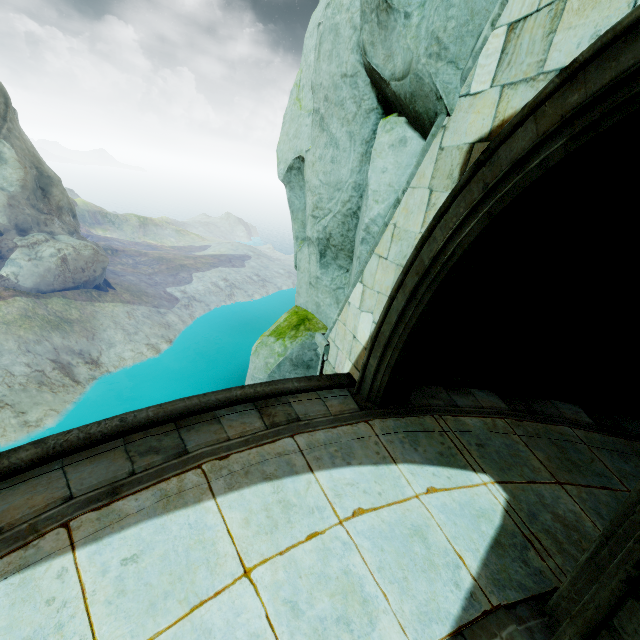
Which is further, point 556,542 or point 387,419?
point 387,419

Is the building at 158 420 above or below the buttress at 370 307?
below

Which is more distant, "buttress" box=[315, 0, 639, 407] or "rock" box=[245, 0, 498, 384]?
"rock" box=[245, 0, 498, 384]

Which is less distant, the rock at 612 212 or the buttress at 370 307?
the buttress at 370 307

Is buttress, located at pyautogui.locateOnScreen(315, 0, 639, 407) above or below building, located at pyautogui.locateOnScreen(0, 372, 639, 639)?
above

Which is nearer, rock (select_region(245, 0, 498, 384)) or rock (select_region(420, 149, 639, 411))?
rock (select_region(245, 0, 498, 384))

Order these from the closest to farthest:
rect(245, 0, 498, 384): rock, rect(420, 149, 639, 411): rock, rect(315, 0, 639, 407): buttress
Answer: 1. rect(315, 0, 639, 407): buttress
2. rect(245, 0, 498, 384): rock
3. rect(420, 149, 639, 411): rock

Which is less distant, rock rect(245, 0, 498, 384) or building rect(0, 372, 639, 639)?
building rect(0, 372, 639, 639)
